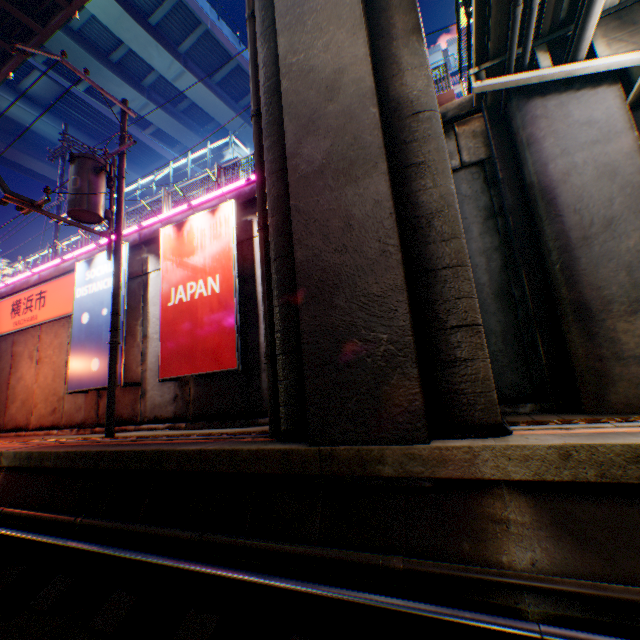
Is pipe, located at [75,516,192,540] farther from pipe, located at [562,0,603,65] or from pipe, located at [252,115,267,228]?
pipe, located at [562,0,603,65]

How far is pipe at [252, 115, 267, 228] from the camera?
6.1 meters

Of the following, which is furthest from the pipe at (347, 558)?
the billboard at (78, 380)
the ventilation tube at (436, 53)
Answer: the ventilation tube at (436, 53)

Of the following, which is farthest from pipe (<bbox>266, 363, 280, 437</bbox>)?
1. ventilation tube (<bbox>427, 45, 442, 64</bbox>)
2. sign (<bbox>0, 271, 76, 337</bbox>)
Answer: ventilation tube (<bbox>427, 45, 442, 64</bbox>)

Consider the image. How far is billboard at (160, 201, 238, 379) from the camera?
7.8 meters

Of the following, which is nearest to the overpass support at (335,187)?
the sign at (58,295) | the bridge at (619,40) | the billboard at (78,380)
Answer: the bridge at (619,40)

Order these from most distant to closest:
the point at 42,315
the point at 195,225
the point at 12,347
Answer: the point at 12,347 → the point at 42,315 → the point at 195,225

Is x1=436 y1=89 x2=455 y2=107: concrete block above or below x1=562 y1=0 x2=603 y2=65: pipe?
above
